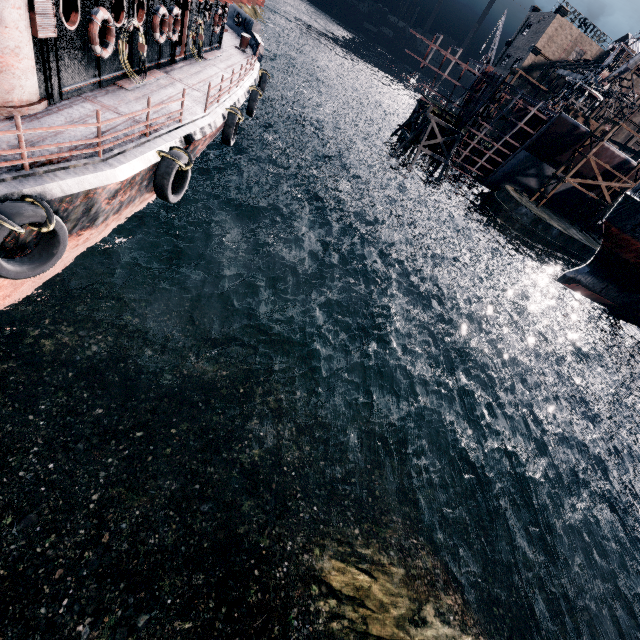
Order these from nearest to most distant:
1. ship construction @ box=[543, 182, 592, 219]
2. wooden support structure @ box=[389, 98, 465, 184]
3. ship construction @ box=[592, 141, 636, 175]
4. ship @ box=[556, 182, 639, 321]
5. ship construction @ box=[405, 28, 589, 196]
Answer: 1. ship @ box=[556, 182, 639, 321]
2. ship construction @ box=[405, 28, 589, 196]
3. ship construction @ box=[592, 141, 636, 175]
4. wooden support structure @ box=[389, 98, 465, 184]
5. ship construction @ box=[543, 182, 592, 219]

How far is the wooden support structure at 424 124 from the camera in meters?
41.9

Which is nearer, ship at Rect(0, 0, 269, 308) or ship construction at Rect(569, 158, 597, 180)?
ship at Rect(0, 0, 269, 308)

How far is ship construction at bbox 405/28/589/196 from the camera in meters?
39.4 m

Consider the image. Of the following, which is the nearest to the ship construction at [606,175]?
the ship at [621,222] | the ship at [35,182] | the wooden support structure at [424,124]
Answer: the wooden support structure at [424,124]

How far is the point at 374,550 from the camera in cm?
Result: 1277

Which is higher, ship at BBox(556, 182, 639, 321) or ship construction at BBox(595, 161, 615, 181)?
ship construction at BBox(595, 161, 615, 181)

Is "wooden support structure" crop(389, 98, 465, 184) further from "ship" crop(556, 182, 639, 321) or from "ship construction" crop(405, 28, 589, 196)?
"ship" crop(556, 182, 639, 321)
